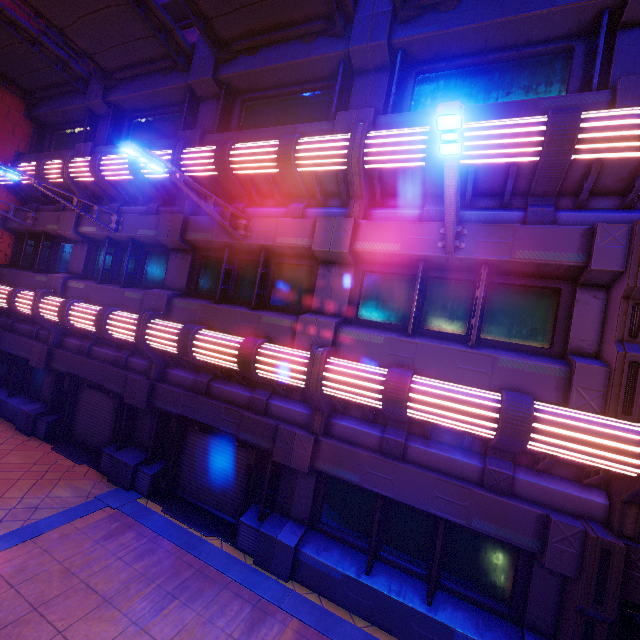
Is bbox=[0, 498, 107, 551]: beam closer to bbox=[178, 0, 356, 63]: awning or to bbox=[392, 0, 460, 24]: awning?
bbox=[178, 0, 356, 63]: awning

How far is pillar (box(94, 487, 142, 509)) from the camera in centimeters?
798cm

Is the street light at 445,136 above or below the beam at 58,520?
above

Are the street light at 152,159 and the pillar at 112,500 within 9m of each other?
yes

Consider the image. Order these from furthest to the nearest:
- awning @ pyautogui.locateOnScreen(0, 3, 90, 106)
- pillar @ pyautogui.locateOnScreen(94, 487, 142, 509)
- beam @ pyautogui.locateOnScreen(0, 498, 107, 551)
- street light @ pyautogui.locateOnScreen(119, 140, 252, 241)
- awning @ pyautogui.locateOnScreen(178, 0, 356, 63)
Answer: awning @ pyautogui.locateOnScreen(0, 3, 90, 106) < pillar @ pyautogui.locateOnScreen(94, 487, 142, 509) < awning @ pyautogui.locateOnScreen(178, 0, 356, 63) < beam @ pyautogui.locateOnScreen(0, 498, 107, 551) < street light @ pyautogui.locateOnScreen(119, 140, 252, 241)

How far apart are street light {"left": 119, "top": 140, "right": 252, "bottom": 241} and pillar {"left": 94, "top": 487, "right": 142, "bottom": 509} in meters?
7.2 m

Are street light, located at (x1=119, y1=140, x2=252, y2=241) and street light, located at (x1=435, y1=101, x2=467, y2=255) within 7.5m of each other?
yes

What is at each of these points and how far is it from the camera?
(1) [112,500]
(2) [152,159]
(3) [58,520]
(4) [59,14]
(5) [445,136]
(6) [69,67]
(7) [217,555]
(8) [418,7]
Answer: (1) pillar, 8.11m
(2) street light, 5.55m
(3) beam, 7.11m
(4) awning, 9.03m
(5) street light, 3.52m
(6) awning, 10.98m
(7) beam, 6.94m
(8) awning, 6.75m
